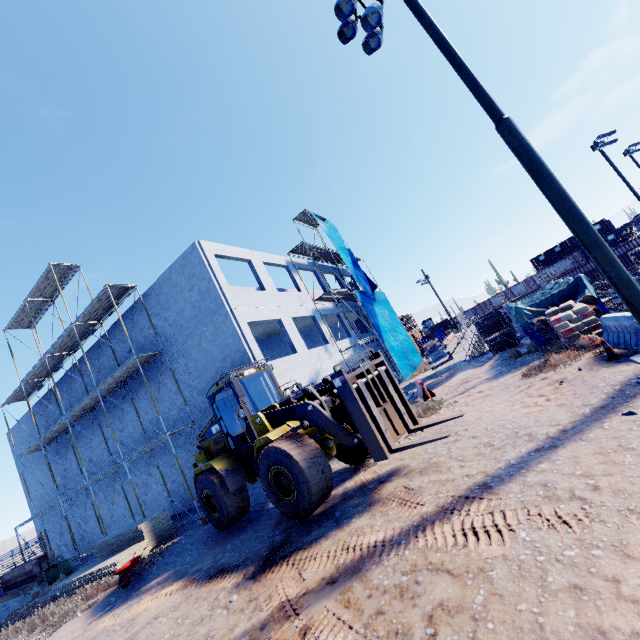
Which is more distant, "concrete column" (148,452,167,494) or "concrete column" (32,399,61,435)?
"concrete column" (32,399,61,435)

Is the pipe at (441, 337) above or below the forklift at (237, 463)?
above

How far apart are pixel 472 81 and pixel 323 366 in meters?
14.8

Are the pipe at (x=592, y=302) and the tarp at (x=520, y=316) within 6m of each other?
yes

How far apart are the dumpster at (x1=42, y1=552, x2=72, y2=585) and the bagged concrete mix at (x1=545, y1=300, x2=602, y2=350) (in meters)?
→ 26.36

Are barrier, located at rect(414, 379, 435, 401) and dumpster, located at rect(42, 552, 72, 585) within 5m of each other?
no

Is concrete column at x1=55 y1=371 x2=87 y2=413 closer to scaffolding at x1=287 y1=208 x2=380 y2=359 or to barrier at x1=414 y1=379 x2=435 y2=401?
scaffolding at x1=287 y1=208 x2=380 y2=359

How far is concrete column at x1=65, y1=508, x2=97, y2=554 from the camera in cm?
→ 2241
